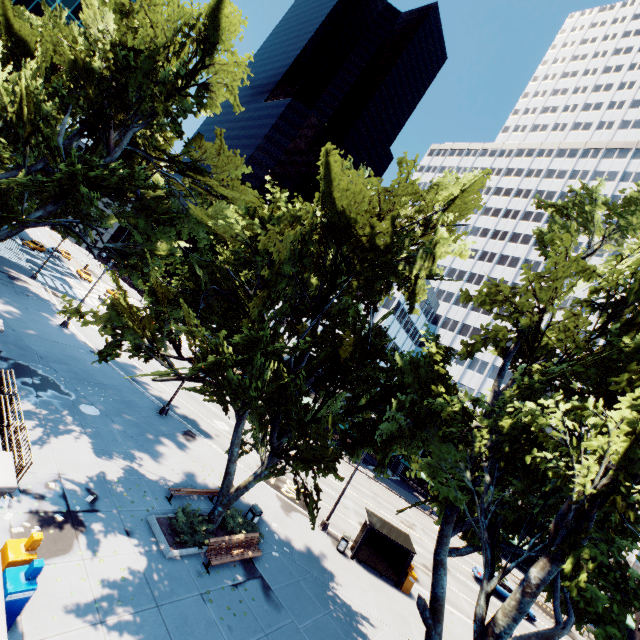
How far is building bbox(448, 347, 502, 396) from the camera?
55.8m

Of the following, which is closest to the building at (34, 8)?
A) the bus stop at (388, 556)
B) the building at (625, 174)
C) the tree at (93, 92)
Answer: the tree at (93, 92)

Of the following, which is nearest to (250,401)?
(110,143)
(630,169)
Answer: (110,143)

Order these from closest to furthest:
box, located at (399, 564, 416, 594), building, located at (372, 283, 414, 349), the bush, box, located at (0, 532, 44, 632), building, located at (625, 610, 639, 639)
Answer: box, located at (0, 532, 44, 632) < the bush < box, located at (399, 564, 416, 594) < building, located at (625, 610, 639, 639) < building, located at (372, 283, 414, 349)

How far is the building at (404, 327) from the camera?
53.3m

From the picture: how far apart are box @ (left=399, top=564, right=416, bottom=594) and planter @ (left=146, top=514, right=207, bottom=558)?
13.1 meters

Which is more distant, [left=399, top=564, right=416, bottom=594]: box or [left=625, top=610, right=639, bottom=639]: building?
[left=625, top=610, right=639, bottom=639]: building

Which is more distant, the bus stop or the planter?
the bus stop
